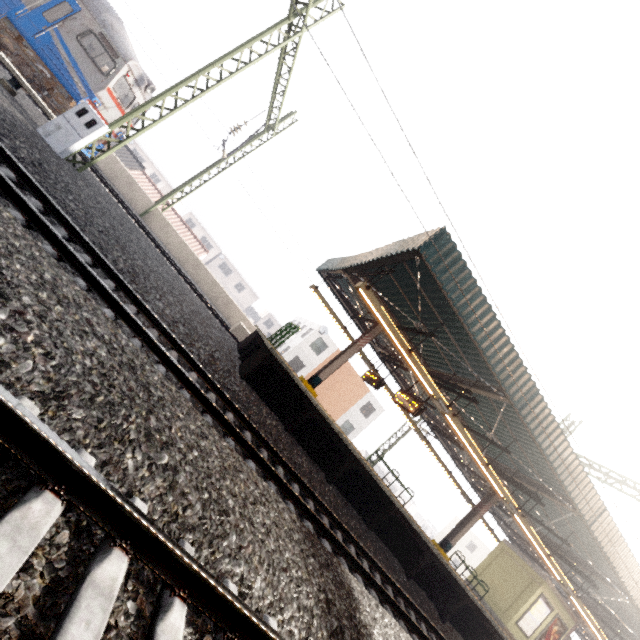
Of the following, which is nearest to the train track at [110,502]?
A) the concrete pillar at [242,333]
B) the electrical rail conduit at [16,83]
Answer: the electrical rail conduit at [16,83]

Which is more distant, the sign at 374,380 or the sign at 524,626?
the sign at 524,626

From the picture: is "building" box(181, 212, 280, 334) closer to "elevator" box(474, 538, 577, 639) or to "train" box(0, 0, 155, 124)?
"train" box(0, 0, 155, 124)

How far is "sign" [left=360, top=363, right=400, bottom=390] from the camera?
13.28m

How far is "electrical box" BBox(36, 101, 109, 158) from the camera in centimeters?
819cm

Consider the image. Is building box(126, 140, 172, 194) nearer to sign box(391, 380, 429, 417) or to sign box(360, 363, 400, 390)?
sign box(360, 363, 400, 390)

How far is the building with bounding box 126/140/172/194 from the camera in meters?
47.5

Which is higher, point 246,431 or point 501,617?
point 501,617
